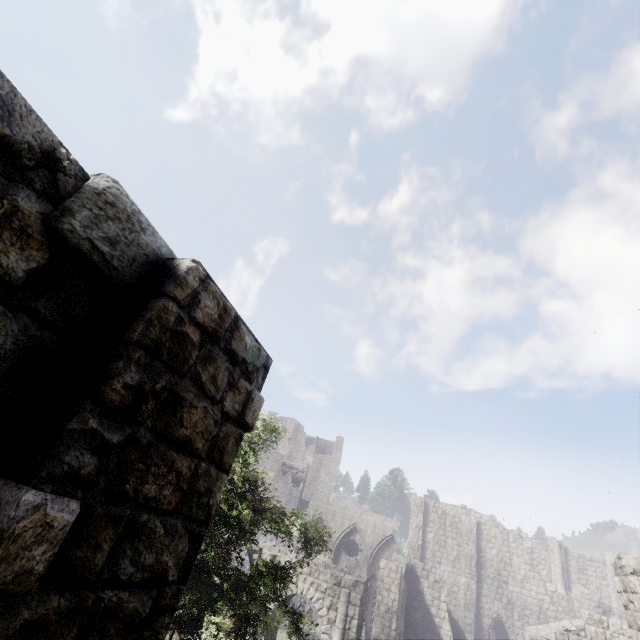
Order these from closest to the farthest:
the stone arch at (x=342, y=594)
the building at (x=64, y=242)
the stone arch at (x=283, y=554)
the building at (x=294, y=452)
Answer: the building at (x=64, y=242)
the stone arch at (x=342, y=594)
the stone arch at (x=283, y=554)
the building at (x=294, y=452)

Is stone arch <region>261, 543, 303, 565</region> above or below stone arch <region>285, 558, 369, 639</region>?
above

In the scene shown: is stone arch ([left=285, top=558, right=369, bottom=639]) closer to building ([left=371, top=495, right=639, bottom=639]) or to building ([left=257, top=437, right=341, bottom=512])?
building ([left=371, top=495, right=639, bottom=639])

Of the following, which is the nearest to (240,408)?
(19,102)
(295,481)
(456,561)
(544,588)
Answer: (19,102)

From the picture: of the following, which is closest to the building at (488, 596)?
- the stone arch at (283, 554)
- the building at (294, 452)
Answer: the stone arch at (283, 554)

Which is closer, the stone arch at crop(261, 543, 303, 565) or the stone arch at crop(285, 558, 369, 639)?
the stone arch at crop(285, 558, 369, 639)
